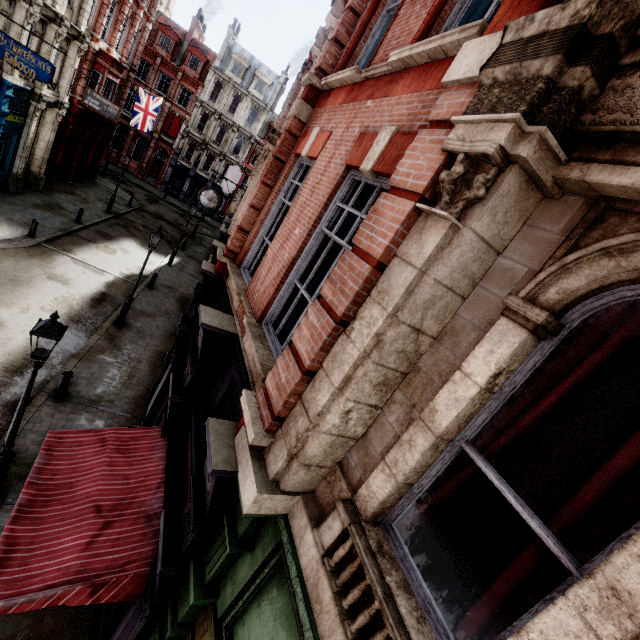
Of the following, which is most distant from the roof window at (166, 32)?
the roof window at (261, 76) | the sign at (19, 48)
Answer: the sign at (19, 48)

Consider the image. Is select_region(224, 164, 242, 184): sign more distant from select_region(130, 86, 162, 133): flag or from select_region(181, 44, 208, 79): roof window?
select_region(181, 44, 208, 79): roof window

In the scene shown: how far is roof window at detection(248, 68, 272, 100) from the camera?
41.0m

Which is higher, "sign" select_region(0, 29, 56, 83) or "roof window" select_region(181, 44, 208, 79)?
"roof window" select_region(181, 44, 208, 79)

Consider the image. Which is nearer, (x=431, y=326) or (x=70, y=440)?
(x=431, y=326)

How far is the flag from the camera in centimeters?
2660cm

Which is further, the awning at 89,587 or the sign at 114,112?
the sign at 114,112

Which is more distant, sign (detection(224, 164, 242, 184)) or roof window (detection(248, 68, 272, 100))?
roof window (detection(248, 68, 272, 100))
